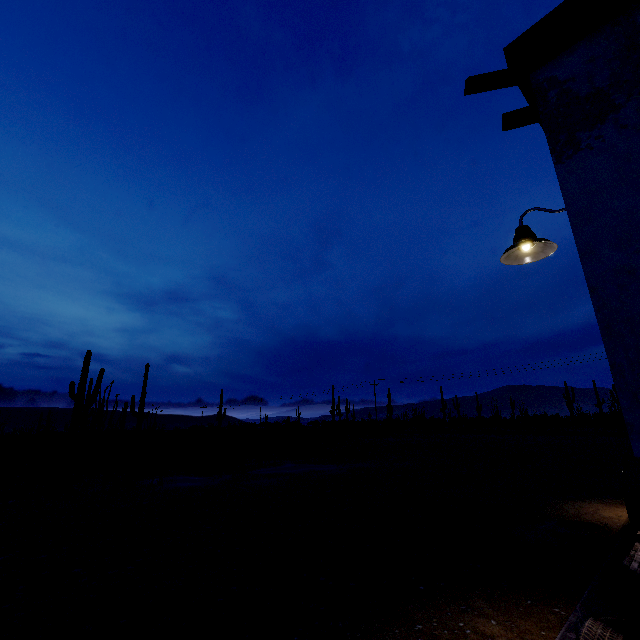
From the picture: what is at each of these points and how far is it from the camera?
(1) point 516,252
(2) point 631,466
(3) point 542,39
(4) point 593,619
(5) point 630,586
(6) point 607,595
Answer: (1) street light, 3.2 meters
(2) fridge, 5.2 meters
(3) roof trim, 2.0 meters
(4) tire, 1.9 meters
(5) pallet, 1.4 meters
(6) curb, 3.4 meters

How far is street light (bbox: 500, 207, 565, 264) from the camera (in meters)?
2.89

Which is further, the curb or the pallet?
the curb

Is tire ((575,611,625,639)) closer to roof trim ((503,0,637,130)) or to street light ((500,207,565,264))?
street light ((500,207,565,264))

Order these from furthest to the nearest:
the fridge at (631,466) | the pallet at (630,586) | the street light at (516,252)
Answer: the fridge at (631,466)
the street light at (516,252)
the pallet at (630,586)

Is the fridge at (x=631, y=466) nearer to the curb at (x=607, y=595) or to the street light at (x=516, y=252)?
the curb at (x=607, y=595)

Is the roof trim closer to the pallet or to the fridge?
the fridge

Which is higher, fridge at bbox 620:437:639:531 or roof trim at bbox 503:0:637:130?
roof trim at bbox 503:0:637:130
